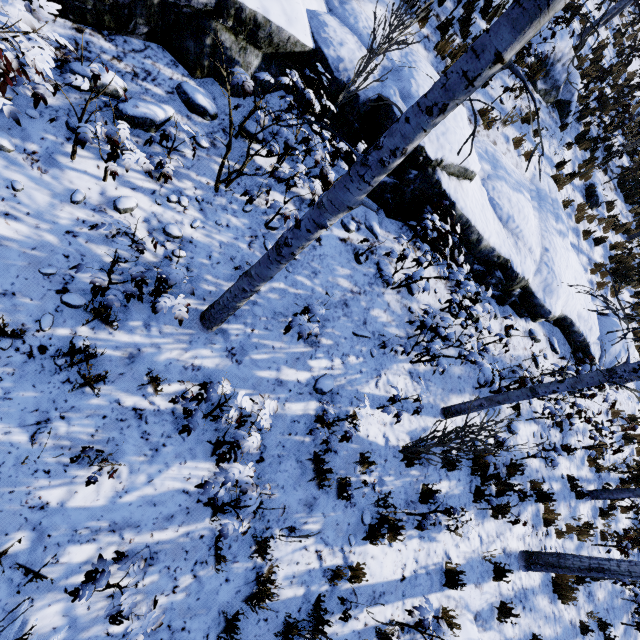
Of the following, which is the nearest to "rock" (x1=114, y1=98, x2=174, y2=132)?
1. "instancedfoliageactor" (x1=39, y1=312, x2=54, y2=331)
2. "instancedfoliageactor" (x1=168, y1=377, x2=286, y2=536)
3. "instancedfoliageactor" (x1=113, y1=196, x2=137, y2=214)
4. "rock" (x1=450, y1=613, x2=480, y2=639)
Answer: "instancedfoliageactor" (x1=113, y1=196, x2=137, y2=214)

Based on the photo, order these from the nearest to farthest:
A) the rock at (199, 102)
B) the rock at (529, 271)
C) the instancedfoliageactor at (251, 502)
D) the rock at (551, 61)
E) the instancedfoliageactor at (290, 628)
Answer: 1. the instancedfoliageactor at (251, 502)
2. the instancedfoliageactor at (290, 628)
3. the rock at (199, 102)
4. the rock at (529, 271)
5. the rock at (551, 61)

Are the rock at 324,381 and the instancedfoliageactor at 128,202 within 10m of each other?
yes

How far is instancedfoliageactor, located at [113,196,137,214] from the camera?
3.7m

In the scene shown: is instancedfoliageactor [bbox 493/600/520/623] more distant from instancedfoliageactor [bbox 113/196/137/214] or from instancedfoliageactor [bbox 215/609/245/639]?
instancedfoliageactor [bbox 113/196/137/214]

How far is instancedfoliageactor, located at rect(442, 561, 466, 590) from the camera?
5.10m

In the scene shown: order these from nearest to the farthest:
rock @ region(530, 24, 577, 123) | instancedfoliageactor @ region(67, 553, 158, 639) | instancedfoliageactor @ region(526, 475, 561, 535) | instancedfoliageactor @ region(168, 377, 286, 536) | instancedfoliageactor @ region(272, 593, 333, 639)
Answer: instancedfoliageactor @ region(67, 553, 158, 639) → instancedfoliageactor @ region(168, 377, 286, 536) → instancedfoliageactor @ region(272, 593, 333, 639) → instancedfoliageactor @ region(526, 475, 561, 535) → rock @ region(530, 24, 577, 123)

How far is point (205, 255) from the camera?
4.2m
